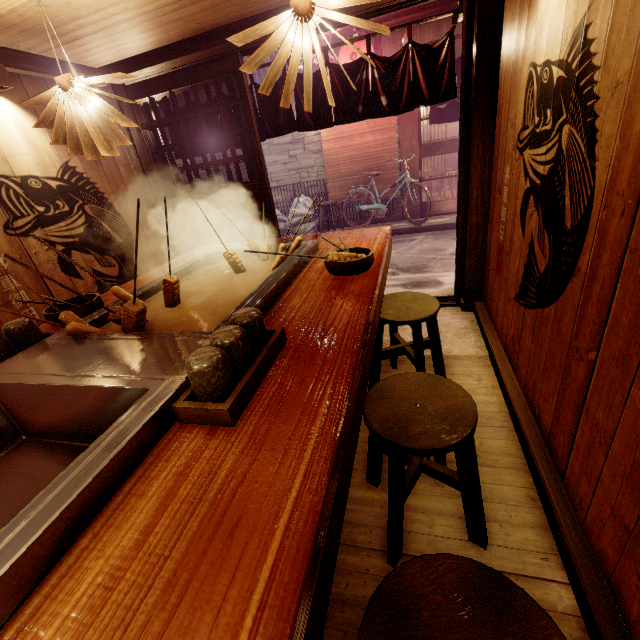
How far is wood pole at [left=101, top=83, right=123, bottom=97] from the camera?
6.14m

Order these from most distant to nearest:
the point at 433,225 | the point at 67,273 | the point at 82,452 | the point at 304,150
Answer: the point at 304,150 → the point at 433,225 → the point at 67,273 → the point at 82,452

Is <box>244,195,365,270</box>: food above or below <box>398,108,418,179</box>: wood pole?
below

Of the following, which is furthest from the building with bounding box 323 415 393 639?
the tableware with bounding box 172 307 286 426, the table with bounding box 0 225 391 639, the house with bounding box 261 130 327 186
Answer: the house with bounding box 261 130 327 186

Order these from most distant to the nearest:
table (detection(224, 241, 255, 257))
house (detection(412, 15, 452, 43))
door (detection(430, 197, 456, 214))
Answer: door (detection(430, 197, 456, 214)) → house (detection(412, 15, 452, 43)) → table (detection(224, 241, 255, 257))

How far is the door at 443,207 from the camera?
14.4m

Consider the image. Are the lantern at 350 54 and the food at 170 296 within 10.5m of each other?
no

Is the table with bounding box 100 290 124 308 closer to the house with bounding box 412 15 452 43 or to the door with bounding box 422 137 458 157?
the door with bounding box 422 137 458 157
